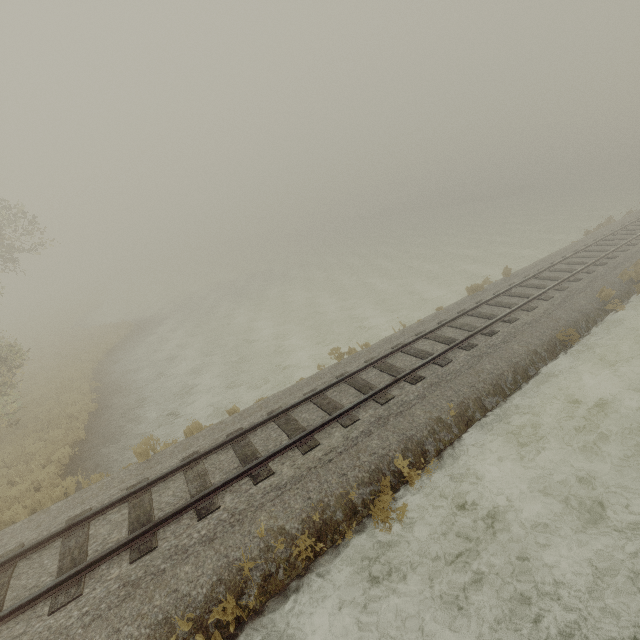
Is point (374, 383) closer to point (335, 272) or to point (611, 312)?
point (611, 312)
